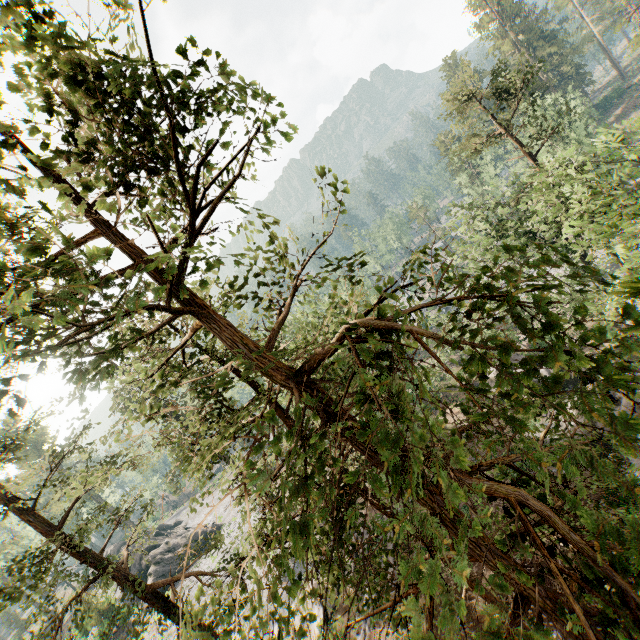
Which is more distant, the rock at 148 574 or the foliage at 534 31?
the rock at 148 574

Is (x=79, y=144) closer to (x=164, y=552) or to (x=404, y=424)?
(x=404, y=424)

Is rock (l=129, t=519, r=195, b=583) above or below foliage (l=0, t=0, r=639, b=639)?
below

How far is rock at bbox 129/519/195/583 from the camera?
37.56m

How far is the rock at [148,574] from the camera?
37.6m

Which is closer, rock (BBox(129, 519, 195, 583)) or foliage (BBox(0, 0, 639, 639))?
foliage (BBox(0, 0, 639, 639))
